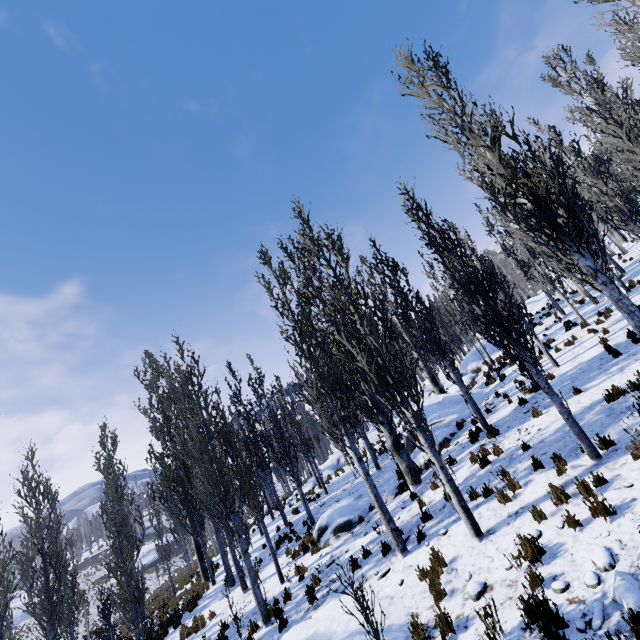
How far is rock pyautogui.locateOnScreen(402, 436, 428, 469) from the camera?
13.1m

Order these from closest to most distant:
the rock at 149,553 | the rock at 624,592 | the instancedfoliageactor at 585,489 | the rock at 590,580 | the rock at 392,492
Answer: the rock at 624,592 → the rock at 590,580 → the instancedfoliageactor at 585,489 → the rock at 392,492 → the rock at 149,553

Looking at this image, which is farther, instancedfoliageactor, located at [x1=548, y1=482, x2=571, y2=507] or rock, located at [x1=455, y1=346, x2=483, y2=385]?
rock, located at [x1=455, y1=346, x2=483, y2=385]

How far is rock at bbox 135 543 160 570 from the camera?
49.4 meters

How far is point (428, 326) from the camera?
32.8 meters

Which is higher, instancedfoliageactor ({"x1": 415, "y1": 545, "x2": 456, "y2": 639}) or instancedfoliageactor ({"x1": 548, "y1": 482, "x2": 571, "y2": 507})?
instancedfoliageactor ({"x1": 548, "y1": 482, "x2": 571, "y2": 507})

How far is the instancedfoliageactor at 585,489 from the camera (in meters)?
5.15

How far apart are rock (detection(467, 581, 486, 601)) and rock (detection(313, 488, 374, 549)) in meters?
7.4 m
